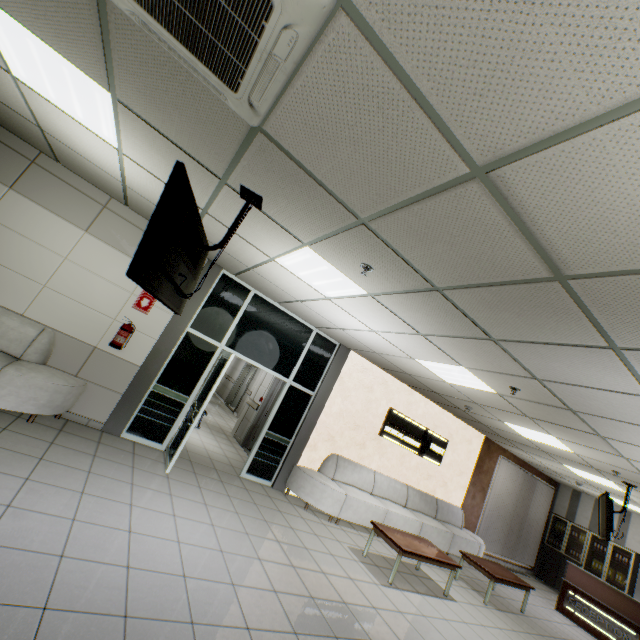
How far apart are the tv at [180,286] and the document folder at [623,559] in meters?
14.3

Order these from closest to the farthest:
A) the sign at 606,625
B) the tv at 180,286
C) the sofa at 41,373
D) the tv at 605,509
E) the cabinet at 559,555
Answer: the tv at 180,286
the sofa at 41,373
the tv at 605,509
the sign at 606,625
the cabinet at 559,555

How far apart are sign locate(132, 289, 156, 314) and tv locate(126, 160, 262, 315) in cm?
232

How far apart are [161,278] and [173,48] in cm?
144

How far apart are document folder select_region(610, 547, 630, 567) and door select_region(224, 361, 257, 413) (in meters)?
12.80

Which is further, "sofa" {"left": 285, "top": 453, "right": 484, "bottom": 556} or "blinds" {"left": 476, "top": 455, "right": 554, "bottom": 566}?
"blinds" {"left": 476, "top": 455, "right": 554, "bottom": 566}

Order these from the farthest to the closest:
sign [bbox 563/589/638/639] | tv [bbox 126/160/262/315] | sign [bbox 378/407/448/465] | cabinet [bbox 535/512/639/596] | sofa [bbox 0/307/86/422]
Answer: cabinet [bbox 535/512/639/596] → sign [bbox 378/407/448/465] → sign [bbox 563/589/638/639] → sofa [bbox 0/307/86/422] → tv [bbox 126/160/262/315]

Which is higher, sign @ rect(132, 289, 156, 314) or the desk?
sign @ rect(132, 289, 156, 314)
